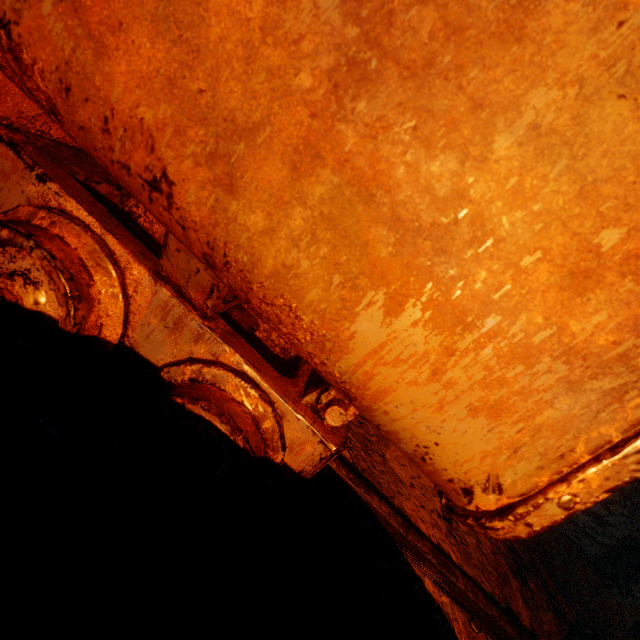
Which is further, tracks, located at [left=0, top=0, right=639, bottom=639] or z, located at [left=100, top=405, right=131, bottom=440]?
z, located at [left=100, top=405, right=131, bottom=440]

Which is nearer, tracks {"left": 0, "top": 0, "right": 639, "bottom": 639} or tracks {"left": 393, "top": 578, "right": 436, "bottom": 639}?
tracks {"left": 0, "top": 0, "right": 639, "bottom": 639}

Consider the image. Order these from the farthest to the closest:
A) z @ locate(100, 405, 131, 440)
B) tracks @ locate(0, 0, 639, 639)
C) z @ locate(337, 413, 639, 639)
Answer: z @ locate(337, 413, 639, 639) → z @ locate(100, 405, 131, 440) → tracks @ locate(0, 0, 639, 639)

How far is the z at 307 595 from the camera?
1.15m

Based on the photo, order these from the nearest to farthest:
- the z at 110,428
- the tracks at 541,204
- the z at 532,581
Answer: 1. the tracks at 541,204
2. the z at 110,428
3. the z at 532,581

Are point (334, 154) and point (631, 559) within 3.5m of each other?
no

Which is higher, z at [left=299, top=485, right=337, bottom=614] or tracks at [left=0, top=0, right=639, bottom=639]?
tracks at [left=0, top=0, right=639, bottom=639]

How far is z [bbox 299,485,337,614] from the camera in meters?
1.1
